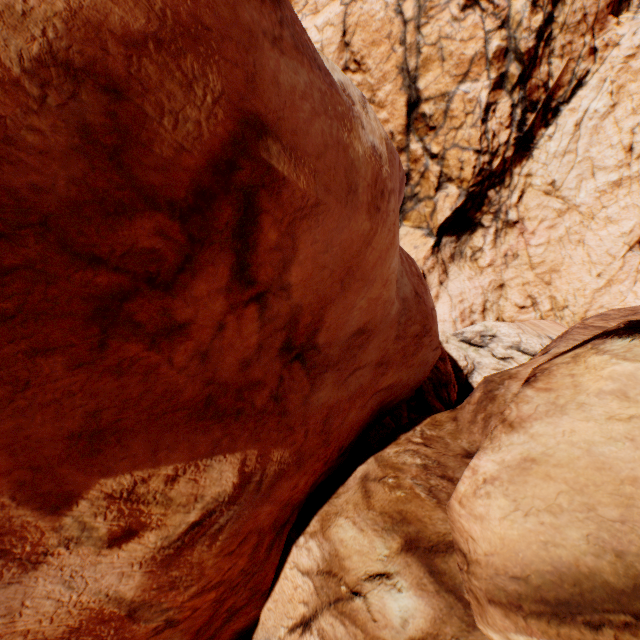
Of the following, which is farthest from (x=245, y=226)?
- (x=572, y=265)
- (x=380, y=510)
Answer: (x=572, y=265)
